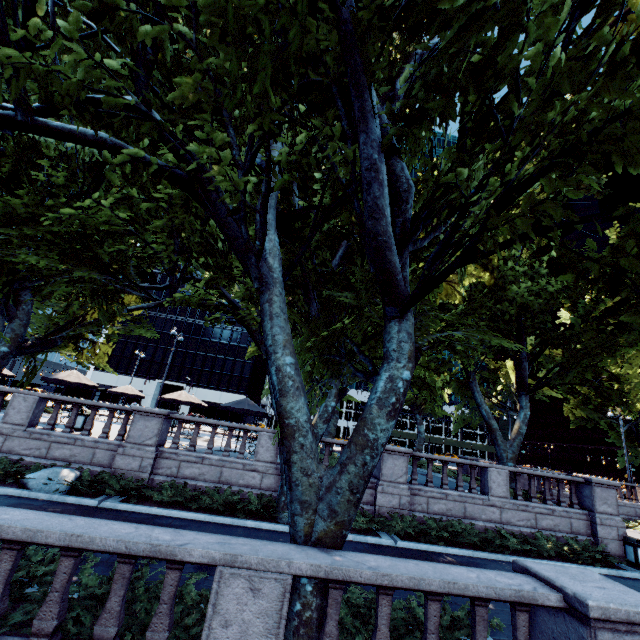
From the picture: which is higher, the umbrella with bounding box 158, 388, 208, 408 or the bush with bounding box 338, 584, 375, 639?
the umbrella with bounding box 158, 388, 208, 408

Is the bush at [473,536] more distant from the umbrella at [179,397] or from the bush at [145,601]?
the umbrella at [179,397]

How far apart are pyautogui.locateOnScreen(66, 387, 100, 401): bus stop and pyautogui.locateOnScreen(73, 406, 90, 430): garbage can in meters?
22.9 m

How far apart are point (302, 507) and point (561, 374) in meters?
18.0

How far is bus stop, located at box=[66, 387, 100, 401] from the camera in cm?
3544

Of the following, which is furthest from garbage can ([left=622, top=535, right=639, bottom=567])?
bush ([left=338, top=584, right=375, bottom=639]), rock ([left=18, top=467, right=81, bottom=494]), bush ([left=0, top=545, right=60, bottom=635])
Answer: rock ([left=18, top=467, right=81, bottom=494])

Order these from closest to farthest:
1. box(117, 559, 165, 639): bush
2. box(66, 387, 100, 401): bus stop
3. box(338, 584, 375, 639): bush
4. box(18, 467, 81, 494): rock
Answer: box(117, 559, 165, 639): bush, box(338, 584, 375, 639): bush, box(18, 467, 81, 494): rock, box(66, 387, 100, 401): bus stop

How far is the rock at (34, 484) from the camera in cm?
1055
